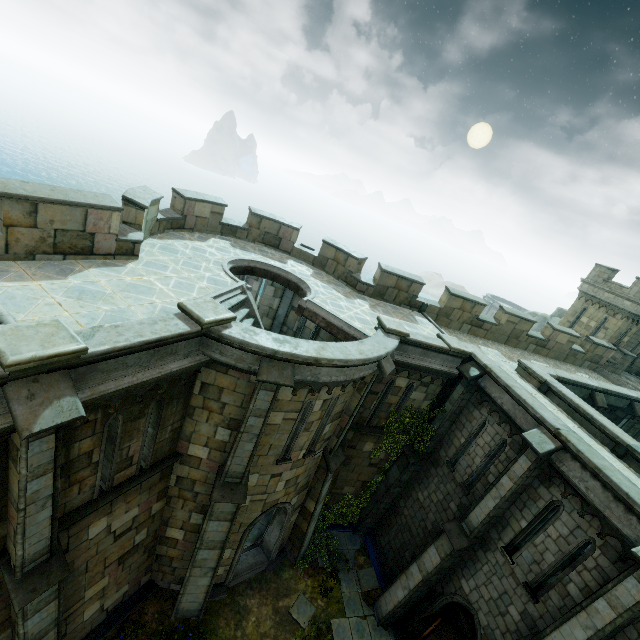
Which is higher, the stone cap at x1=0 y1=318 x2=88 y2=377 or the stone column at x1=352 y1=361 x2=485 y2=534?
the stone cap at x1=0 y1=318 x2=88 y2=377

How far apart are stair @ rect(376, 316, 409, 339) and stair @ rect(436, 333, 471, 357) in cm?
201

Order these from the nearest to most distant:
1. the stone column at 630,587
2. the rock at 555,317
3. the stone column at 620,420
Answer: the stone column at 630,587 < the stone column at 620,420 < the rock at 555,317

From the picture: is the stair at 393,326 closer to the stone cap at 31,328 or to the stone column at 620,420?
the stone cap at 31,328

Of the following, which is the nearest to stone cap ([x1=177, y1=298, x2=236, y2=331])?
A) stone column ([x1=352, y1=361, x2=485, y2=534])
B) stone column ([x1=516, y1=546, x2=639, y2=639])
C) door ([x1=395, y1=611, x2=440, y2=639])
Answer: stone column ([x1=352, y1=361, x2=485, y2=534])

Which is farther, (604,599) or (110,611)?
(110,611)

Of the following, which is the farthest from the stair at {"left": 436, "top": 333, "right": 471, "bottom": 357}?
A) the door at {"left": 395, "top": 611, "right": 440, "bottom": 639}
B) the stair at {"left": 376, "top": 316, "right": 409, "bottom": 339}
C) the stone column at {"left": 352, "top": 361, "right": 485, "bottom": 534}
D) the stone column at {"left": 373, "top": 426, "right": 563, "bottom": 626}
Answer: the door at {"left": 395, "top": 611, "right": 440, "bottom": 639}

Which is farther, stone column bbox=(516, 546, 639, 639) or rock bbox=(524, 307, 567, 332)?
rock bbox=(524, 307, 567, 332)
